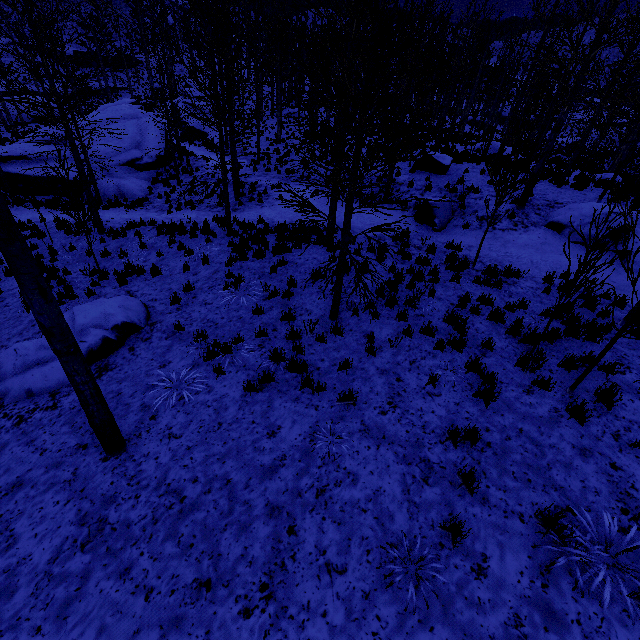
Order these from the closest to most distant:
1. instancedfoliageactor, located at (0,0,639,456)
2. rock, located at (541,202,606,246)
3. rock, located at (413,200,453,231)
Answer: instancedfoliageactor, located at (0,0,639,456) < rock, located at (541,202,606,246) < rock, located at (413,200,453,231)

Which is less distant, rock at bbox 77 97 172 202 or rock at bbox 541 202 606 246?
rock at bbox 541 202 606 246

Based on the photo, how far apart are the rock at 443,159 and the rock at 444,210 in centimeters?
364cm

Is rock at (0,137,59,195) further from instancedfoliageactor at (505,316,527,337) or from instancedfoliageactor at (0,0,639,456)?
instancedfoliageactor at (505,316,527,337)

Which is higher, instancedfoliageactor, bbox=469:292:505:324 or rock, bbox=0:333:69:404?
instancedfoliageactor, bbox=469:292:505:324

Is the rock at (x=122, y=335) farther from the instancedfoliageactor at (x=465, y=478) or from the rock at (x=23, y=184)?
the rock at (x=23, y=184)

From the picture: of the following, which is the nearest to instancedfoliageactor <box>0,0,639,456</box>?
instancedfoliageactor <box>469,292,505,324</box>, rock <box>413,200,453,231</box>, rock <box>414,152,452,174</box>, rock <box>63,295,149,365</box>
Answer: rock <box>414,152,452,174</box>

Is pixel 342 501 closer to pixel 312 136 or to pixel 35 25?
pixel 312 136
